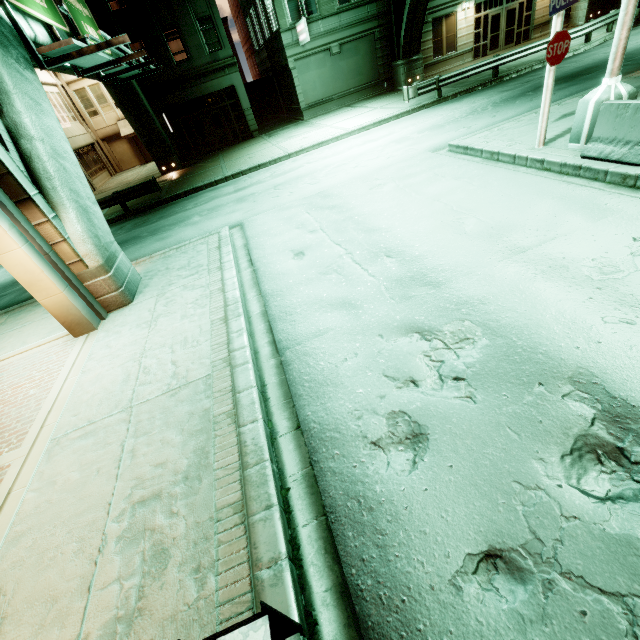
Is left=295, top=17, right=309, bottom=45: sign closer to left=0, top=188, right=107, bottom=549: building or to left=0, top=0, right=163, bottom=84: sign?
left=0, top=0, right=163, bottom=84: sign

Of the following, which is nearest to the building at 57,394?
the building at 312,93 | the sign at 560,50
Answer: the sign at 560,50

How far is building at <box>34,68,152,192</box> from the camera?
26.1m

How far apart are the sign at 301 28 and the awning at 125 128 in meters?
16.3

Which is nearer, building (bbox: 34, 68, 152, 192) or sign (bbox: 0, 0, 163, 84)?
sign (bbox: 0, 0, 163, 84)

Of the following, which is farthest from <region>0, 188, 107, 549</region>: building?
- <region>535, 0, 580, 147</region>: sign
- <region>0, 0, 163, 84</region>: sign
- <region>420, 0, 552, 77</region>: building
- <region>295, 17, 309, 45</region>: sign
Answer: <region>420, 0, 552, 77</region>: building

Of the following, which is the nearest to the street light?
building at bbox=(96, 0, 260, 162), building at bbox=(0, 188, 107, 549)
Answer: building at bbox=(0, 188, 107, 549)

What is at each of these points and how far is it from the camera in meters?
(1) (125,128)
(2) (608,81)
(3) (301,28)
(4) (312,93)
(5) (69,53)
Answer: (1) awning, 30.3 m
(2) street light, 6.7 m
(3) sign, 20.8 m
(4) building, 24.2 m
(5) sign, 7.6 m
